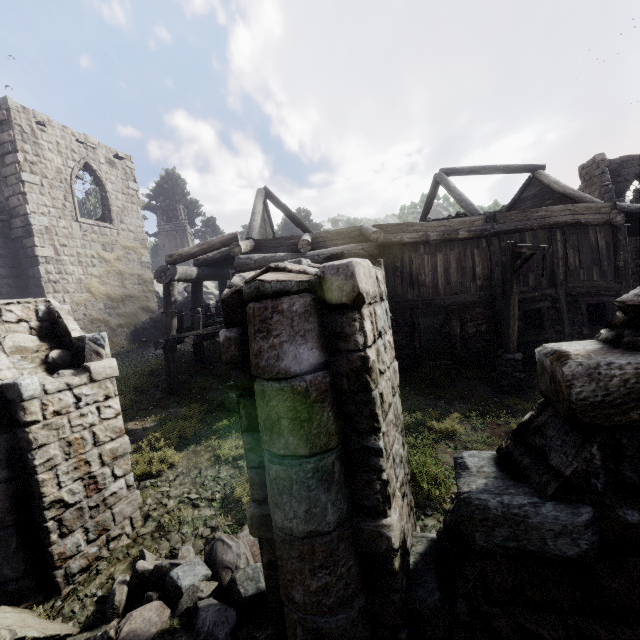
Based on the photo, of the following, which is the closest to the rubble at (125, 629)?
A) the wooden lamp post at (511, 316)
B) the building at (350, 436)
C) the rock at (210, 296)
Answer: the building at (350, 436)

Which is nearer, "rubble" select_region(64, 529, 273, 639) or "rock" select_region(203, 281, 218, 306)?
"rubble" select_region(64, 529, 273, 639)

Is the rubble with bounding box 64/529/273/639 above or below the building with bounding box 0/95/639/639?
below

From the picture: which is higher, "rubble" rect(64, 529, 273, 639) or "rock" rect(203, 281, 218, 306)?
"rock" rect(203, 281, 218, 306)

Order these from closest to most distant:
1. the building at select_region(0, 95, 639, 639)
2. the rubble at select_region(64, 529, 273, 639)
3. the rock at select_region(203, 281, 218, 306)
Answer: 1. the building at select_region(0, 95, 639, 639)
2. the rubble at select_region(64, 529, 273, 639)
3. the rock at select_region(203, 281, 218, 306)

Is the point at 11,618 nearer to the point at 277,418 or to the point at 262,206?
the point at 277,418

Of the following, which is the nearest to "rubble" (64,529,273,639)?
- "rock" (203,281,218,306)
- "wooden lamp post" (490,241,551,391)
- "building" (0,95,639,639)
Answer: "building" (0,95,639,639)

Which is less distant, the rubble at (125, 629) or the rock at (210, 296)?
the rubble at (125, 629)
